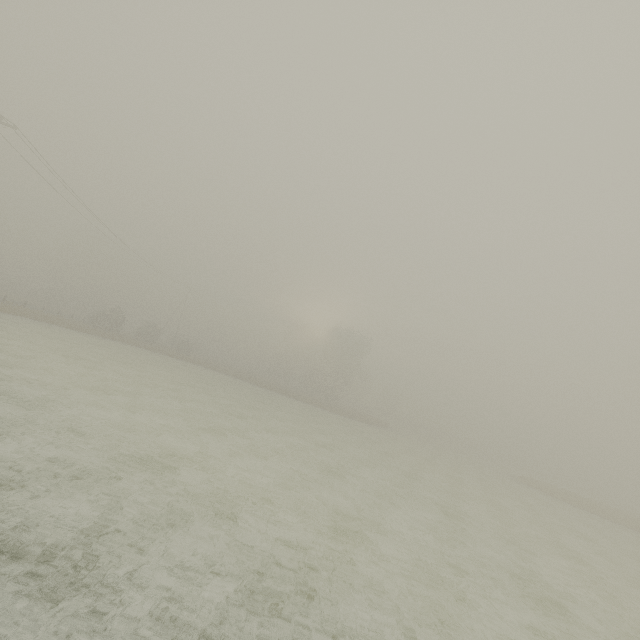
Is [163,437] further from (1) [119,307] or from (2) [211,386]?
(1) [119,307]

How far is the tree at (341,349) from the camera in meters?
54.5 m

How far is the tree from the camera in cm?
5453
